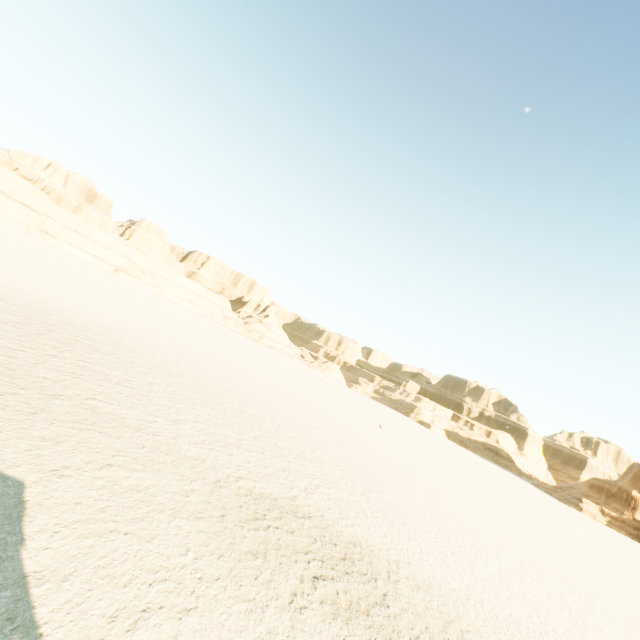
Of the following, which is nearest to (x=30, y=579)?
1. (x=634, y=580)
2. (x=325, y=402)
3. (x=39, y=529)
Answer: (x=39, y=529)
